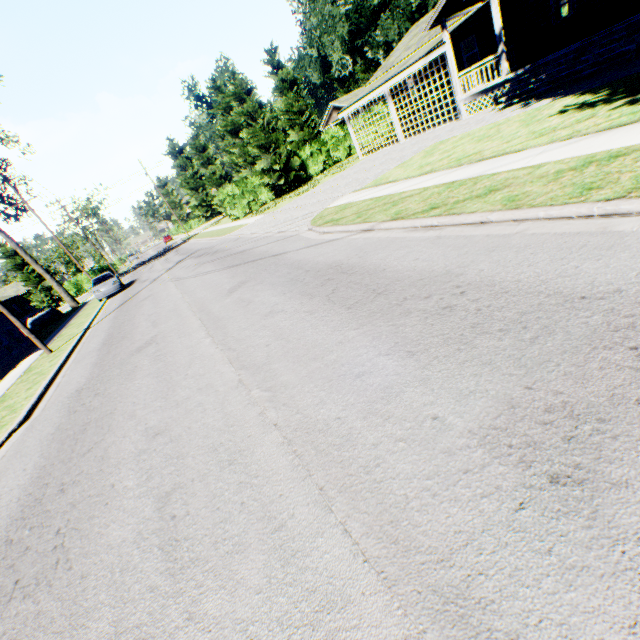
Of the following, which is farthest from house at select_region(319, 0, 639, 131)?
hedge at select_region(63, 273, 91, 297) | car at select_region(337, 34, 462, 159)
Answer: hedge at select_region(63, 273, 91, 297)

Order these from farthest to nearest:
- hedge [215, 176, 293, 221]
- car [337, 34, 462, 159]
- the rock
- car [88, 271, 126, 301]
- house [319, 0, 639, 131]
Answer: the rock, hedge [215, 176, 293, 221], car [88, 271, 126, 301], car [337, 34, 462, 159], house [319, 0, 639, 131]

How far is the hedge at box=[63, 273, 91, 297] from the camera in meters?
→ 45.7 m

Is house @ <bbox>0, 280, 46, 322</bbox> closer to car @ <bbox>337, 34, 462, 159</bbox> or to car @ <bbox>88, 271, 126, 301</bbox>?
car @ <bbox>88, 271, 126, 301</bbox>

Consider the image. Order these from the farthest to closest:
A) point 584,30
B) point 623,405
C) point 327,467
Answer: point 584,30
point 327,467
point 623,405

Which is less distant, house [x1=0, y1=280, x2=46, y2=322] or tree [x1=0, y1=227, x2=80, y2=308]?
tree [x1=0, y1=227, x2=80, y2=308]

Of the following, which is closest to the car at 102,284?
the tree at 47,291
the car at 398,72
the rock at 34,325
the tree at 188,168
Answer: the rock at 34,325

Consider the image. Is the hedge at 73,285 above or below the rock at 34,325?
above
